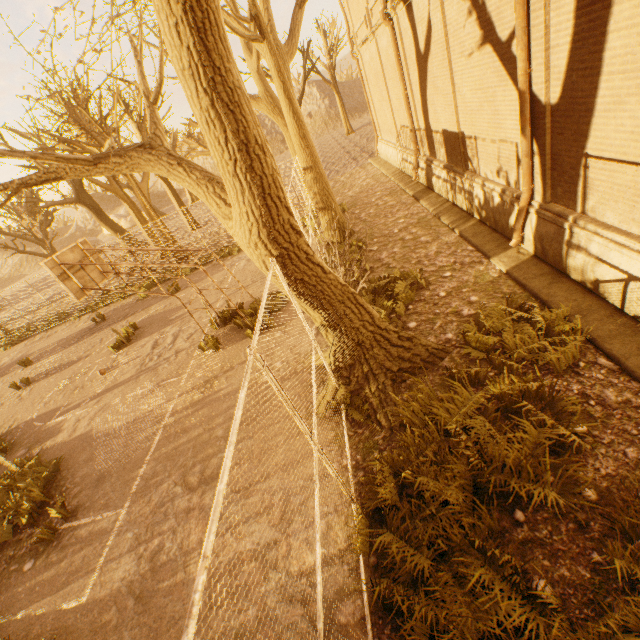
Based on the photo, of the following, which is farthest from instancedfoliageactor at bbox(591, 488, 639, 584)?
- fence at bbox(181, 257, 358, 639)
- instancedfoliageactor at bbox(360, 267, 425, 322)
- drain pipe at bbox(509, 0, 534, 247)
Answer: drain pipe at bbox(509, 0, 534, 247)

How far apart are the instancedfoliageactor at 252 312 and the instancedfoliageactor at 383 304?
2.6 meters

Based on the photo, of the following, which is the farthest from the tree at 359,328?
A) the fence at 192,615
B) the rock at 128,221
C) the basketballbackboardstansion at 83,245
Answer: the rock at 128,221

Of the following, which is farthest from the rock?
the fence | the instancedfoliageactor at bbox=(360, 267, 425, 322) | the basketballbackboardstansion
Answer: the instancedfoliageactor at bbox=(360, 267, 425, 322)

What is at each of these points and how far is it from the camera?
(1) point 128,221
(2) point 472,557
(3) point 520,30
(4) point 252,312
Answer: (1) rock, 52.8 meters
(2) instancedfoliageactor, 3.4 meters
(3) drain pipe, 5.2 meters
(4) instancedfoliageactor, 9.9 meters

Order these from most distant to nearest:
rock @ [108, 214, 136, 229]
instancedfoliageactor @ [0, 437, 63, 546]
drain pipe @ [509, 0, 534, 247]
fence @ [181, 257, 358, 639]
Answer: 1. rock @ [108, 214, 136, 229]
2. instancedfoliageactor @ [0, 437, 63, 546]
3. drain pipe @ [509, 0, 534, 247]
4. fence @ [181, 257, 358, 639]

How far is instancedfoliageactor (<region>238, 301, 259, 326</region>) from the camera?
9.1m

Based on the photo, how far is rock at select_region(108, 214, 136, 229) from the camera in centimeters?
5288cm
